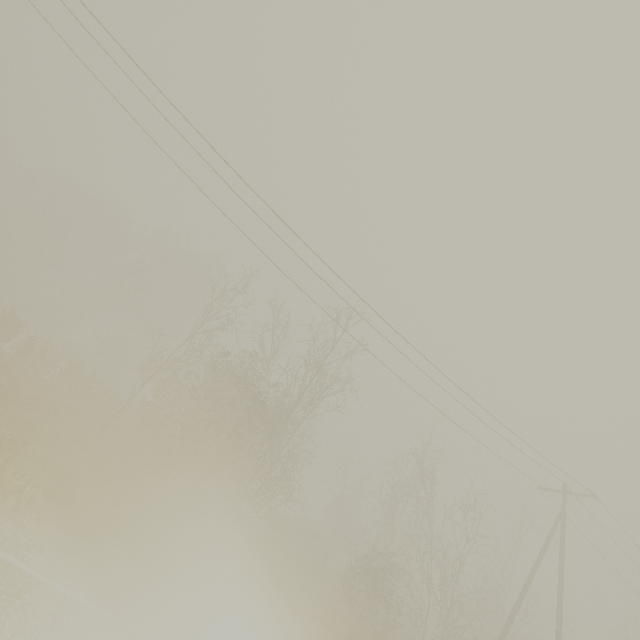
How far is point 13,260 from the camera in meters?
40.9 m
